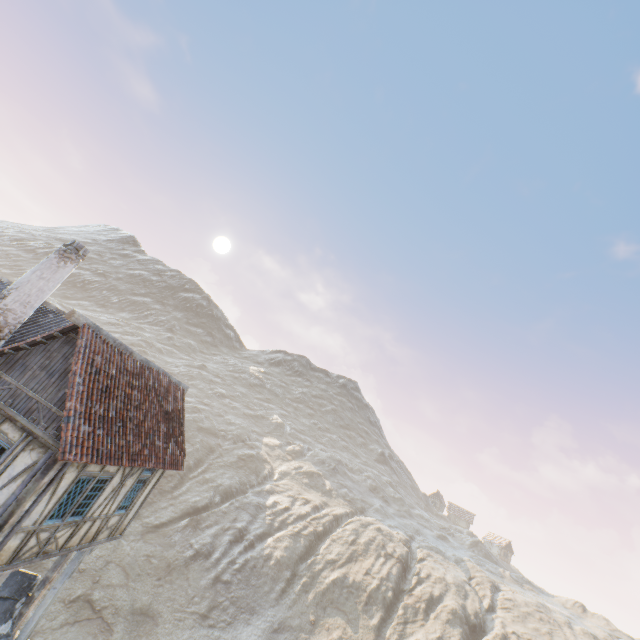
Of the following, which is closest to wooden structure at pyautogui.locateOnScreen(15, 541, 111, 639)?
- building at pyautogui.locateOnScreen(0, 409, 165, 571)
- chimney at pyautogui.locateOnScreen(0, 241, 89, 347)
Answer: building at pyautogui.locateOnScreen(0, 409, 165, 571)

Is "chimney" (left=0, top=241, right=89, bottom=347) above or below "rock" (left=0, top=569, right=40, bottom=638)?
above

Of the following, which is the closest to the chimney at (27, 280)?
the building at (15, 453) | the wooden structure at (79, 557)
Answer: the building at (15, 453)

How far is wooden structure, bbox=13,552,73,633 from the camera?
10.4m

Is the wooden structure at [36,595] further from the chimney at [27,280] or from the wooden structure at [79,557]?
the chimney at [27,280]

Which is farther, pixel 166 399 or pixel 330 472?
pixel 330 472

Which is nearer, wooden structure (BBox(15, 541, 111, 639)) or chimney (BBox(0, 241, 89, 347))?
chimney (BBox(0, 241, 89, 347))

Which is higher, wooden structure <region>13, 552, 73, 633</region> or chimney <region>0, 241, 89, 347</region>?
chimney <region>0, 241, 89, 347</region>
